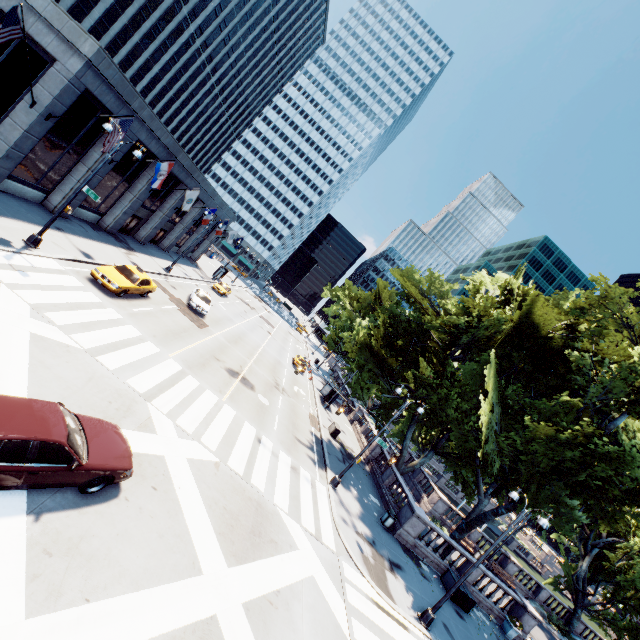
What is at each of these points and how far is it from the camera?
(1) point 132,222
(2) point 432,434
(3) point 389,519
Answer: (1) door, 31.66m
(2) tree, 29.11m
(3) garbage can, 20.16m

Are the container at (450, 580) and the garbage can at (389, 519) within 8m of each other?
yes

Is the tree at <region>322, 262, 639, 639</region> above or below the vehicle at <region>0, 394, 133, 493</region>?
above

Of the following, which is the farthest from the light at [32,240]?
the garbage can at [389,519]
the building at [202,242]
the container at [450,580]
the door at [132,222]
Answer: the container at [450,580]

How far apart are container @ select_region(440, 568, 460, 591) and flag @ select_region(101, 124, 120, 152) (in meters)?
31.08

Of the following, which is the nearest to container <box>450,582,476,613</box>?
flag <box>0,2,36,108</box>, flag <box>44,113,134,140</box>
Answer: flag <box>44,113,134,140</box>

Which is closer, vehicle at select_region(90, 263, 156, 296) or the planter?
vehicle at select_region(90, 263, 156, 296)

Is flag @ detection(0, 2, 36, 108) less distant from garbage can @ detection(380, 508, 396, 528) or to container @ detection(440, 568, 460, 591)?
garbage can @ detection(380, 508, 396, 528)
